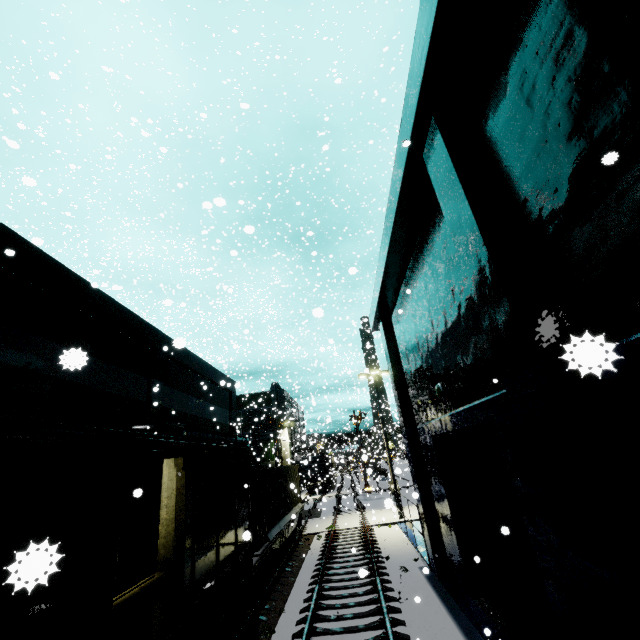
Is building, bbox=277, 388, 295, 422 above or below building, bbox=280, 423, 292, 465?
above

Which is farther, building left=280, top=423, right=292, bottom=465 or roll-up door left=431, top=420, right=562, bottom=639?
building left=280, top=423, right=292, bottom=465

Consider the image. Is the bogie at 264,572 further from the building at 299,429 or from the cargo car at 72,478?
the building at 299,429

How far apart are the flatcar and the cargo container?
0.0m

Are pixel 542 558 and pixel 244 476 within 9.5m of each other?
yes

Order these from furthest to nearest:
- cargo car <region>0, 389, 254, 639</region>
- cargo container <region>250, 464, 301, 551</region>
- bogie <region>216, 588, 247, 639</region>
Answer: cargo container <region>250, 464, 301, 551</region> → bogie <region>216, 588, 247, 639</region> → cargo car <region>0, 389, 254, 639</region>

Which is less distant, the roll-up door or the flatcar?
the roll-up door

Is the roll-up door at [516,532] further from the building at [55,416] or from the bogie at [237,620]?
the bogie at [237,620]
